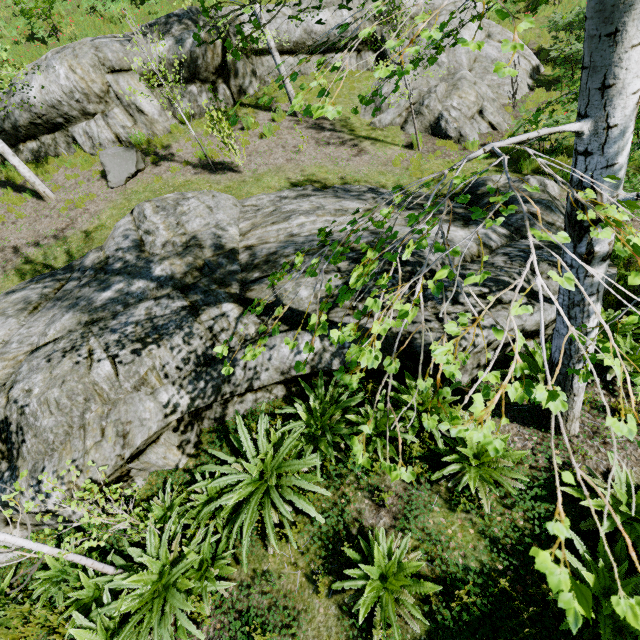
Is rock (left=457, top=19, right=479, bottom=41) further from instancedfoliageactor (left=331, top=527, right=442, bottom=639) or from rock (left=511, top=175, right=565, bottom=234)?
instancedfoliageactor (left=331, top=527, right=442, bottom=639)

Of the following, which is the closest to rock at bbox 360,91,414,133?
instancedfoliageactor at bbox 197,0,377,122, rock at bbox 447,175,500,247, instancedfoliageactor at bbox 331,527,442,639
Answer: instancedfoliageactor at bbox 197,0,377,122

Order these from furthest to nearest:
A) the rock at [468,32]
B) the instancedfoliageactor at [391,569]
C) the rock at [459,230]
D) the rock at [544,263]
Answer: the rock at [468,32], the rock at [459,230], the rock at [544,263], the instancedfoliageactor at [391,569]

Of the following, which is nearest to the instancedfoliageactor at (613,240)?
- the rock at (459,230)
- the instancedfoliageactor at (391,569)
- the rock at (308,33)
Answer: the rock at (459,230)

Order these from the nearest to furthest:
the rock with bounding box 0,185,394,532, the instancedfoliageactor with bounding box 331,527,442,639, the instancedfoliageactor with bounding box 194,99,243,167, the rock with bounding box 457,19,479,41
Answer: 1. the instancedfoliageactor with bounding box 331,527,442,639
2. the rock with bounding box 0,185,394,532
3. the instancedfoliageactor with bounding box 194,99,243,167
4. the rock with bounding box 457,19,479,41

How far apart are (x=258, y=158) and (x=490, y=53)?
10.3 meters

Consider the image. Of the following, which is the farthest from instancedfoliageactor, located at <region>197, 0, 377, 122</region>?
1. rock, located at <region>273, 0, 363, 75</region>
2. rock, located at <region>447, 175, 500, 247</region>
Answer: rock, located at <region>273, 0, 363, 75</region>

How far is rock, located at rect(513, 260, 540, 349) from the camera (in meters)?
4.84
